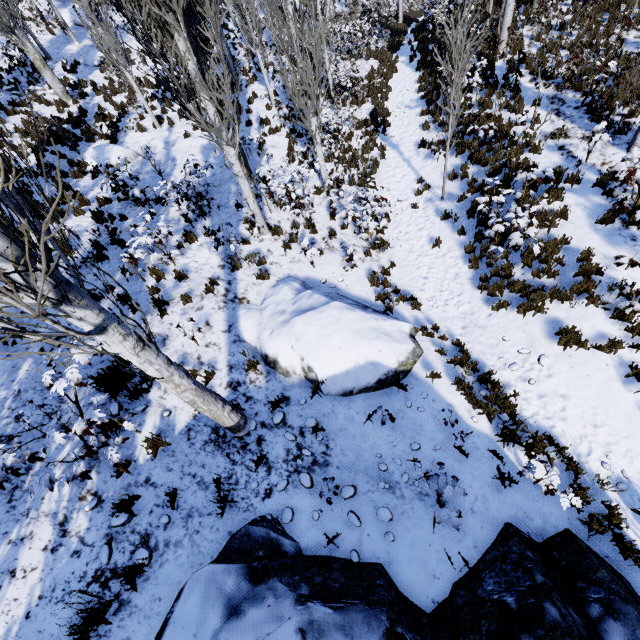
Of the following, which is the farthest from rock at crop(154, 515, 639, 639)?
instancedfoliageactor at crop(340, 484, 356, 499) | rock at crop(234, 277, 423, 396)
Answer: rock at crop(234, 277, 423, 396)

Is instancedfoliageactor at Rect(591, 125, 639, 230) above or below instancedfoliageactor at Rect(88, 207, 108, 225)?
below

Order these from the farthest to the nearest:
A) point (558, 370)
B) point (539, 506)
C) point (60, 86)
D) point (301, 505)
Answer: point (60, 86) → point (558, 370) → point (539, 506) → point (301, 505)

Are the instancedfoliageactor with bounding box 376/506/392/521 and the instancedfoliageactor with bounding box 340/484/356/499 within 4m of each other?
yes

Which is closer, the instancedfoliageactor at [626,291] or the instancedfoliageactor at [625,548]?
the instancedfoliageactor at [625,548]

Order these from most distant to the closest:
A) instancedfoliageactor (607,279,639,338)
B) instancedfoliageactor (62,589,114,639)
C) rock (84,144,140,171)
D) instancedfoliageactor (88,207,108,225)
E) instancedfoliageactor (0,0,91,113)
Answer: instancedfoliageactor (0,0,91,113), rock (84,144,140,171), instancedfoliageactor (88,207,108,225), instancedfoliageactor (607,279,639,338), instancedfoliageactor (62,589,114,639)

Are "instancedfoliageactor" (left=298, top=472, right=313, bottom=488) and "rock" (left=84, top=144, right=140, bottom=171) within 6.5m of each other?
no

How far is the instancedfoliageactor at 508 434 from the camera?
5.0m
